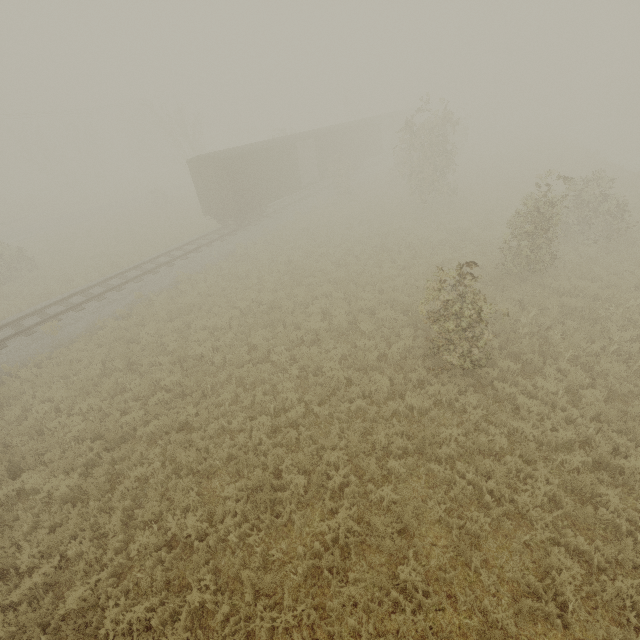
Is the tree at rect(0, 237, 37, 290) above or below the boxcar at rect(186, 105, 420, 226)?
below

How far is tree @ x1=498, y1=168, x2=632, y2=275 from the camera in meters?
11.5

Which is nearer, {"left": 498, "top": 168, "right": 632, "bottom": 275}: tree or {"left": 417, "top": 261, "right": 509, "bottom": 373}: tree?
{"left": 417, "top": 261, "right": 509, "bottom": 373}: tree

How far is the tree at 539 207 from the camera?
11.5m

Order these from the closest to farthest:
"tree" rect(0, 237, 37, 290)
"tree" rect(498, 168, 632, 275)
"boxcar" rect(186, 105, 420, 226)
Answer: "tree" rect(498, 168, 632, 275)
"tree" rect(0, 237, 37, 290)
"boxcar" rect(186, 105, 420, 226)

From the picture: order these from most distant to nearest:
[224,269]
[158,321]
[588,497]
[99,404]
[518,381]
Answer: [224,269]
[158,321]
[99,404]
[518,381]
[588,497]
